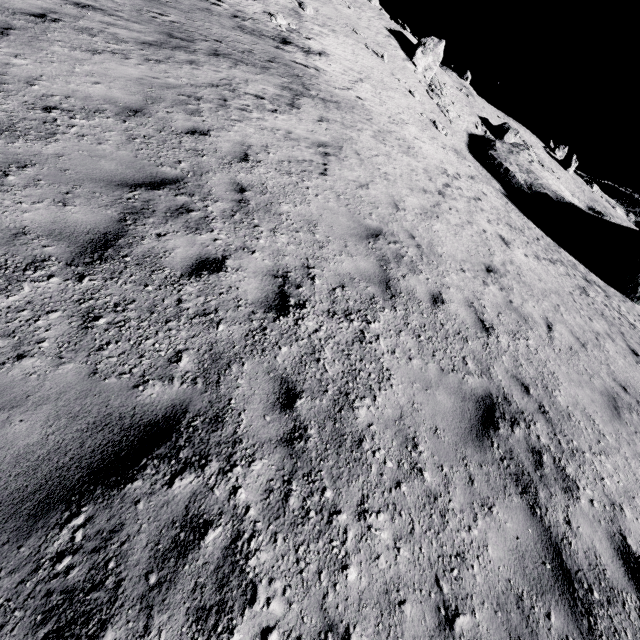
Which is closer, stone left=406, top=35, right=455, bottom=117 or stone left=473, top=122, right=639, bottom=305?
stone left=473, top=122, right=639, bottom=305

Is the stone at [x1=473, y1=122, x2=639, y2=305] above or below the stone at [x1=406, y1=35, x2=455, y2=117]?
below

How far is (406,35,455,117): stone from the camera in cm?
3247

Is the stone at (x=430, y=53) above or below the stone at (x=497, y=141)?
above

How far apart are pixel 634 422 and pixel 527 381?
2.8 meters

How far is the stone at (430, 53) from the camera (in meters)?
32.47
